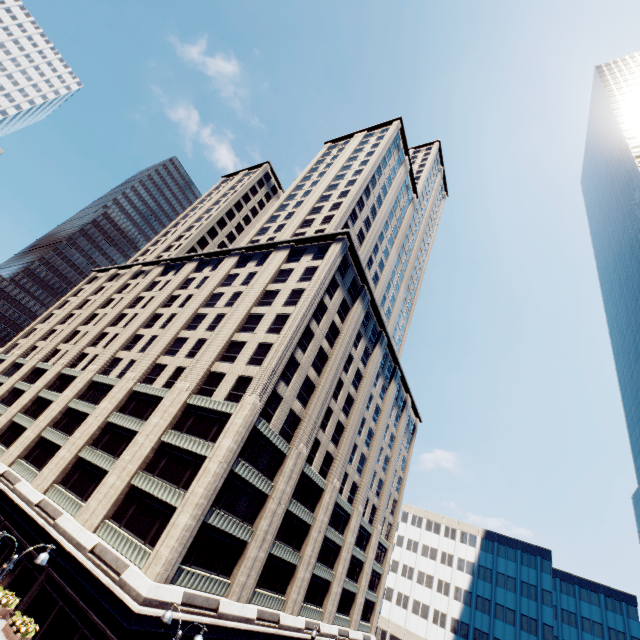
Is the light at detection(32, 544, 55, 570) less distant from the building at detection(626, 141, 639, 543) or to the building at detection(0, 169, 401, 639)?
the building at detection(0, 169, 401, 639)

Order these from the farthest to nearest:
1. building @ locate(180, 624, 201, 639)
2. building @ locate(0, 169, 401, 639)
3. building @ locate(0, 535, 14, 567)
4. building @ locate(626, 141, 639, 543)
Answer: building @ locate(626, 141, 639, 543), building @ locate(0, 535, 14, 567), building @ locate(0, 169, 401, 639), building @ locate(180, 624, 201, 639)

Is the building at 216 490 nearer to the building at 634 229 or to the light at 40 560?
the light at 40 560

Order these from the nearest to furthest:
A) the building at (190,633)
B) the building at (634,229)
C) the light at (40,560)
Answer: the light at (40,560) < the building at (190,633) < the building at (634,229)

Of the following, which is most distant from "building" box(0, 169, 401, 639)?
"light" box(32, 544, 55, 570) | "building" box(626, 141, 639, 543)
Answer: "building" box(626, 141, 639, 543)

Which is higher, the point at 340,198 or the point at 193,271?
the point at 340,198

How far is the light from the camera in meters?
12.1

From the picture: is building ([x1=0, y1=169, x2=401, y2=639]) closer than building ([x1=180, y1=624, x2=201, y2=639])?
No
